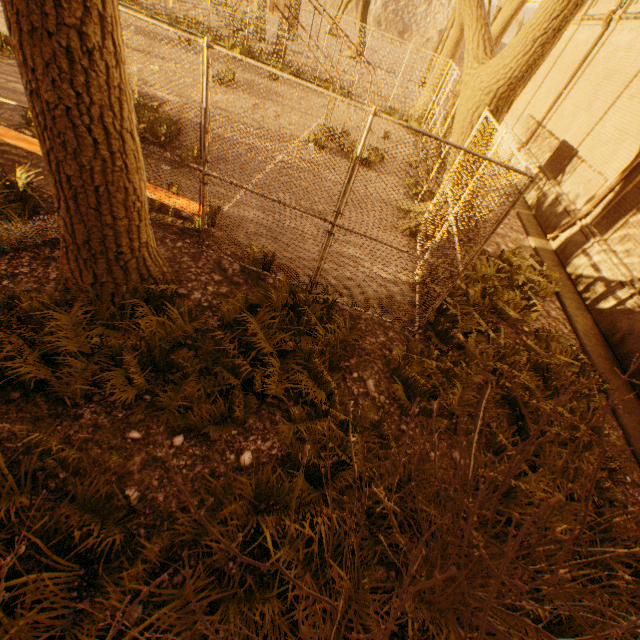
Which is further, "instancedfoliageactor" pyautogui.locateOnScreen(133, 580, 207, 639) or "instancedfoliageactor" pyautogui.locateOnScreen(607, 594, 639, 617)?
"instancedfoliageactor" pyautogui.locateOnScreen(607, 594, 639, 617)

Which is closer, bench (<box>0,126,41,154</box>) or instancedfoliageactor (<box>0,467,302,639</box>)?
instancedfoliageactor (<box>0,467,302,639</box>)

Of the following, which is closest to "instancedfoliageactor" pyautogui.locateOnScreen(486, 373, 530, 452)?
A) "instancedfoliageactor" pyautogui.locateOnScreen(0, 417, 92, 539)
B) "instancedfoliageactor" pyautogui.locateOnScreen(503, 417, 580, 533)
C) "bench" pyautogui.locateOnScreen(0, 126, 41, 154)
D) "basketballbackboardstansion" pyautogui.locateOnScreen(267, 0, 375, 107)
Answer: "instancedfoliageactor" pyautogui.locateOnScreen(503, 417, 580, 533)

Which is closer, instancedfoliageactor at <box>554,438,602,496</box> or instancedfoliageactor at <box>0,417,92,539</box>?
instancedfoliageactor at <box>0,417,92,539</box>

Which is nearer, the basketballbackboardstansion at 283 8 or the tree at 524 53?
the tree at 524 53

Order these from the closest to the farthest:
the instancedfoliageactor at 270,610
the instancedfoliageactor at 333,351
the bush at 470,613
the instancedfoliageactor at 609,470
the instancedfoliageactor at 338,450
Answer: the bush at 470,613
the instancedfoliageactor at 270,610
the instancedfoliageactor at 333,351
the instancedfoliageactor at 338,450
the instancedfoliageactor at 609,470

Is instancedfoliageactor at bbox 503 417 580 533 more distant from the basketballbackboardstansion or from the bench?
the basketballbackboardstansion

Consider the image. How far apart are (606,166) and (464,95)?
6.45m
